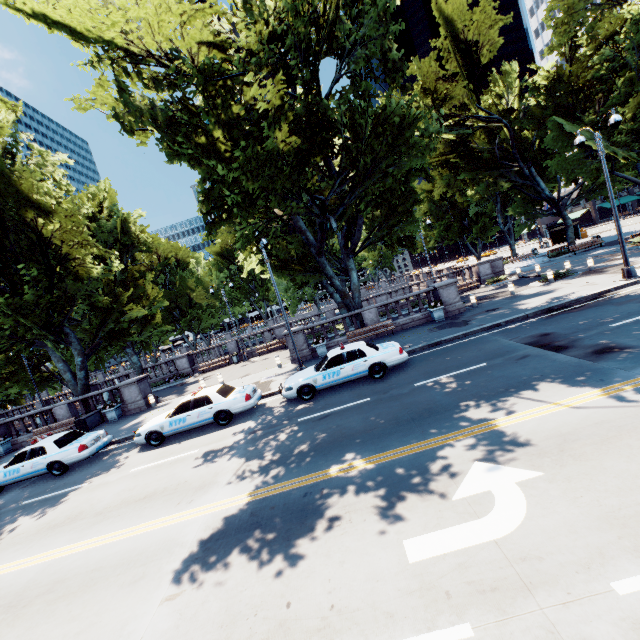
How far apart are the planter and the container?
0.68m

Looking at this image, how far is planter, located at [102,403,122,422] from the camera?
19.9 meters

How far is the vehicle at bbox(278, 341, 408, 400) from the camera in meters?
12.6

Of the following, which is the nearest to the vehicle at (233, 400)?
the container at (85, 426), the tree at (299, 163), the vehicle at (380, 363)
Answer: the vehicle at (380, 363)

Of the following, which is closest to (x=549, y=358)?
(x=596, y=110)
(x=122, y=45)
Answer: (x=122, y=45)

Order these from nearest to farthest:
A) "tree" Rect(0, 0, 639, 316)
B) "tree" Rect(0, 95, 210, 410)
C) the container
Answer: "tree" Rect(0, 0, 639, 316) → "tree" Rect(0, 95, 210, 410) → the container

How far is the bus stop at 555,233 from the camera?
45.9 meters

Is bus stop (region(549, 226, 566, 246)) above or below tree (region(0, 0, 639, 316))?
below
